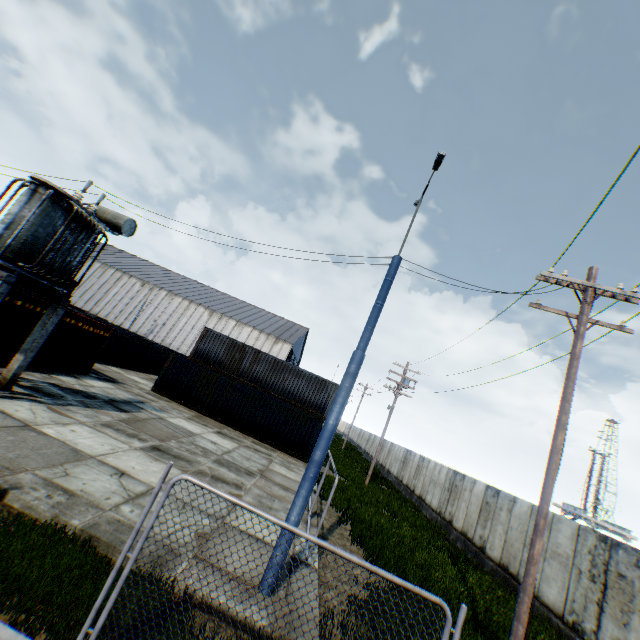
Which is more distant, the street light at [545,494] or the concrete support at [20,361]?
the concrete support at [20,361]

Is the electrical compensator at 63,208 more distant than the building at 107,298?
No

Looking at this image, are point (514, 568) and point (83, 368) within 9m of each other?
no

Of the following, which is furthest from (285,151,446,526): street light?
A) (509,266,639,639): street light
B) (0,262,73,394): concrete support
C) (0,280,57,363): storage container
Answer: (0,280,57,363): storage container

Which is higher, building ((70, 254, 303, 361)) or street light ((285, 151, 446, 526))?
building ((70, 254, 303, 361))

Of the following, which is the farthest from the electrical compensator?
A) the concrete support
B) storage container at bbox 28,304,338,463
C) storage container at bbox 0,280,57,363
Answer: storage container at bbox 28,304,338,463

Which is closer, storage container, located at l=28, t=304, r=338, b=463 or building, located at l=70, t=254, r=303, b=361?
storage container, located at l=28, t=304, r=338, b=463

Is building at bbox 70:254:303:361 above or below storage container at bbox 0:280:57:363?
above
